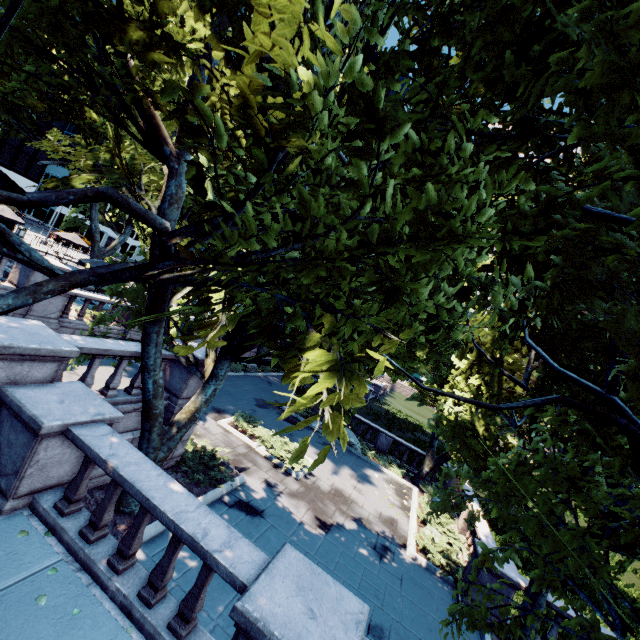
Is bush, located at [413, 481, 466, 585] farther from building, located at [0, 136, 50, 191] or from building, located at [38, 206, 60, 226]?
building, located at [38, 206, 60, 226]

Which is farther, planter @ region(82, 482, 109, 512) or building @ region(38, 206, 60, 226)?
building @ region(38, 206, 60, 226)

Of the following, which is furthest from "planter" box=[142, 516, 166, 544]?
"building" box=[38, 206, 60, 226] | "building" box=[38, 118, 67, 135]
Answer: "building" box=[38, 206, 60, 226]

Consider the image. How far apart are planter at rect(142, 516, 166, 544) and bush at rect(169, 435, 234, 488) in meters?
0.0

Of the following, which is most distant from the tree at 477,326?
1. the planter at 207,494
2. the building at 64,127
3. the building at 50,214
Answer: the building at 50,214

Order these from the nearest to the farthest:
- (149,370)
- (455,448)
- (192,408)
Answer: (149,370)
(192,408)
(455,448)

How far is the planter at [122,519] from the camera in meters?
7.4

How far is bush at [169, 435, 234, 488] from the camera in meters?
10.4 m
